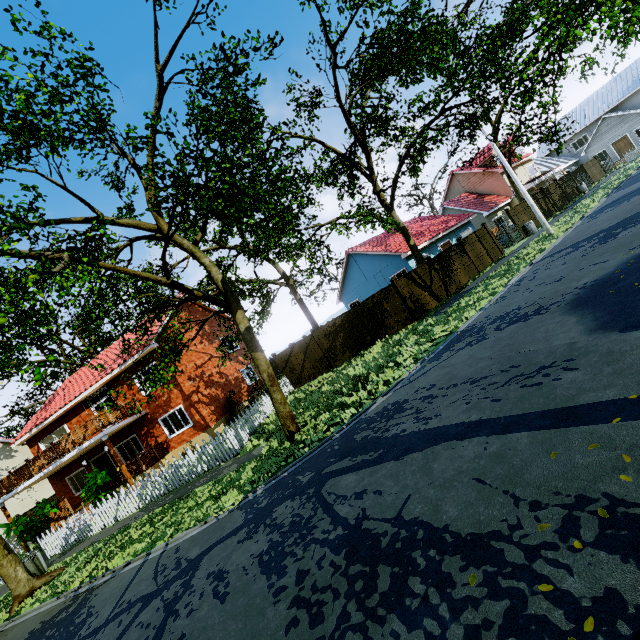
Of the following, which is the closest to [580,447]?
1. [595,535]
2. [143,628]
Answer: [595,535]

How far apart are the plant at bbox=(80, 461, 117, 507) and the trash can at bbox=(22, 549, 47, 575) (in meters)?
3.05

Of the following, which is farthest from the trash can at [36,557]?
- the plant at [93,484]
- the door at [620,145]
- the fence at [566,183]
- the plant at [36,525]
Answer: the door at [620,145]

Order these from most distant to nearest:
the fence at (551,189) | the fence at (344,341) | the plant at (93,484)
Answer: the fence at (551,189) < the fence at (344,341) < the plant at (93,484)

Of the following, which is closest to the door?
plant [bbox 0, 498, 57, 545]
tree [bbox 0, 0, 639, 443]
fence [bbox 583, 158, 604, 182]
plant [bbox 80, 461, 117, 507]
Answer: fence [bbox 583, 158, 604, 182]

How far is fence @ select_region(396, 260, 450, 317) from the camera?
17.1 meters

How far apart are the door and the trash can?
60.5 meters

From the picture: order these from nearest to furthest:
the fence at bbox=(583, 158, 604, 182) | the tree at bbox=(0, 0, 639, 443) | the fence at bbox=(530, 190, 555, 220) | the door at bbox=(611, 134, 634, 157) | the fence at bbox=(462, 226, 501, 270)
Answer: the tree at bbox=(0, 0, 639, 443), the fence at bbox=(462, 226, 501, 270), the fence at bbox=(530, 190, 555, 220), the fence at bbox=(583, 158, 604, 182), the door at bbox=(611, 134, 634, 157)
